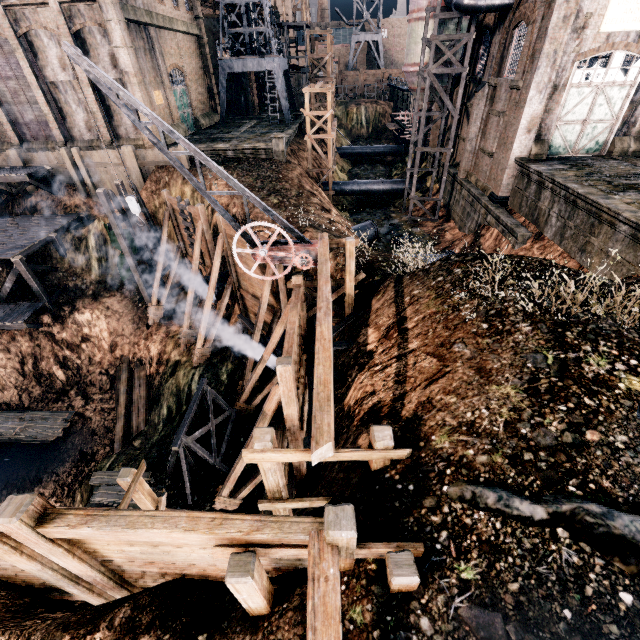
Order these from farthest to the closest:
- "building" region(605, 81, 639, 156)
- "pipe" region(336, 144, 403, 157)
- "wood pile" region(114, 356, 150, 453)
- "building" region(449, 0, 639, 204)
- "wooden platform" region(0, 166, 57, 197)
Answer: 1. "pipe" region(336, 144, 403, 157)
2. "wooden platform" region(0, 166, 57, 197)
3. "wood pile" region(114, 356, 150, 453)
4. "building" region(605, 81, 639, 156)
5. "building" region(449, 0, 639, 204)

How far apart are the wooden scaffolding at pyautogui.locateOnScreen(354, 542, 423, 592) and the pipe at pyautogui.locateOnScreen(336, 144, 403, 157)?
57.2 meters

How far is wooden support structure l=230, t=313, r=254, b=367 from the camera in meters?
19.2

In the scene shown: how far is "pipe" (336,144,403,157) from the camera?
52.3m

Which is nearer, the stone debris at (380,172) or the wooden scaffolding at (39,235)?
the wooden scaffolding at (39,235)

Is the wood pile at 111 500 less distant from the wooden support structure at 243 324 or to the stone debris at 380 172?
the wooden support structure at 243 324

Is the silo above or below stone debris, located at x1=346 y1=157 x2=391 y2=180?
above

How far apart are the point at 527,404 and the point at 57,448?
26.7m
